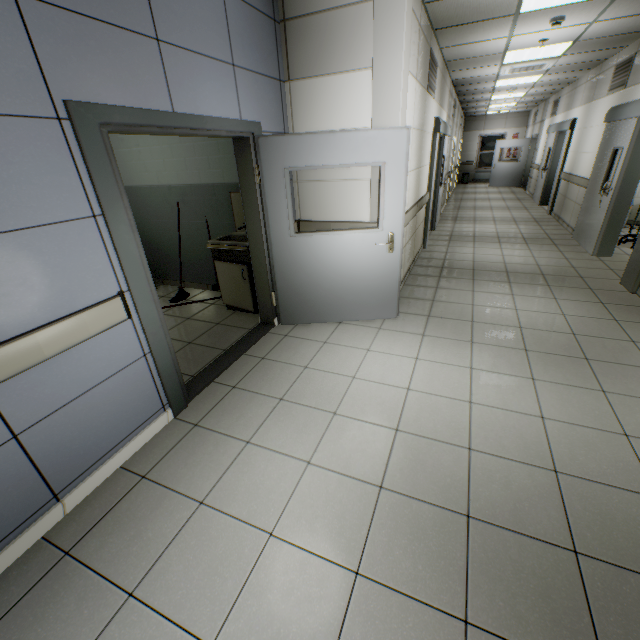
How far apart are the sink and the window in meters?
18.6

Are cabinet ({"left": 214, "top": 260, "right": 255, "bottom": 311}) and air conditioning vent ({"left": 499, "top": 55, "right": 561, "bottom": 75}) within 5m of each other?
no

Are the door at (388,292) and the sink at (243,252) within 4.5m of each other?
yes

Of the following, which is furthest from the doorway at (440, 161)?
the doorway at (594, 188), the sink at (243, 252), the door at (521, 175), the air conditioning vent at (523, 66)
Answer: the door at (521, 175)

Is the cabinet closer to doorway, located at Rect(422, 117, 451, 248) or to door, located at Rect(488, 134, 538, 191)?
doorway, located at Rect(422, 117, 451, 248)

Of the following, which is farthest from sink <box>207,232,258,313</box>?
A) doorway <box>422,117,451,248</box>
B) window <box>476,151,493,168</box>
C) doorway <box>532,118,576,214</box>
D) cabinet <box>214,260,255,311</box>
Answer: window <box>476,151,493,168</box>

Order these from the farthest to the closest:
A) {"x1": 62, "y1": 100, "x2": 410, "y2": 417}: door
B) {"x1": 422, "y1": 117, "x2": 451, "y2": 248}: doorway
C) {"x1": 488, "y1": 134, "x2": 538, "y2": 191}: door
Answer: {"x1": 488, "y1": 134, "x2": 538, "y2": 191}: door
{"x1": 422, "y1": 117, "x2": 451, "y2": 248}: doorway
{"x1": 62, "y1": 100, "x2": 410, "y2": 417}: door

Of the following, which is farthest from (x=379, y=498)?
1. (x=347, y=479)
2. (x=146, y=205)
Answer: (x=146, y=205)
